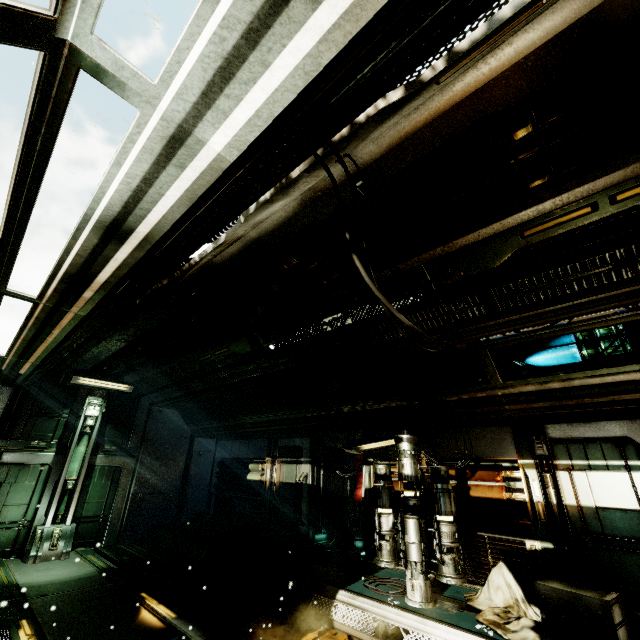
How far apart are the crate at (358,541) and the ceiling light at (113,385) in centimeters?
773cm

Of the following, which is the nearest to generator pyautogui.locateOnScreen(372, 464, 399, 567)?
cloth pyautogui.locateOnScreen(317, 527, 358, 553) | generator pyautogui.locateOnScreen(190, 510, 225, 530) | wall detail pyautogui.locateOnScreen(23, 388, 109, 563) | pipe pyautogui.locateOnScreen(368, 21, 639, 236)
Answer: cloth pyautogui.locateOnScreen(317, 527, 358, 553)

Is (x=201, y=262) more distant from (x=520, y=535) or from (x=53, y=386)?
(x=53, y=386)

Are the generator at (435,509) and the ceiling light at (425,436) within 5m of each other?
yes

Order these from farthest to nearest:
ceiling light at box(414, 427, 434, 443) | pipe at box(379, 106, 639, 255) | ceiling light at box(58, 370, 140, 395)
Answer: ceiling light at box(58, 370, 140, 395)
ceiling light at box(414, 427, 434, 443)
pipe at box(379, 106, 639, 255)

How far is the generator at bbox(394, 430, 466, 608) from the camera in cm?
467

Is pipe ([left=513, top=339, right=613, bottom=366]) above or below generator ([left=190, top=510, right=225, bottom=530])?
above

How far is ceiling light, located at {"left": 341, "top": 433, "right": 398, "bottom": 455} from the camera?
6.87m
